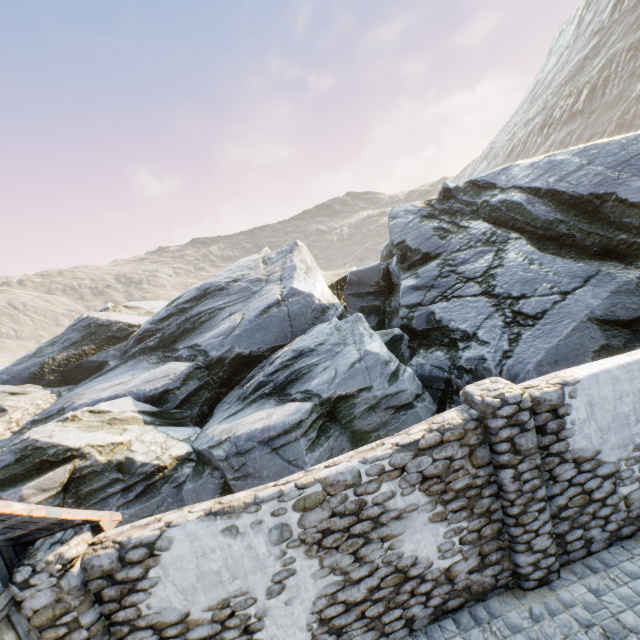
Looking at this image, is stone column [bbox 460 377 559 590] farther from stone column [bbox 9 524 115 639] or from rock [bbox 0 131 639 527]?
stone column [bbox 9 524 115 639]

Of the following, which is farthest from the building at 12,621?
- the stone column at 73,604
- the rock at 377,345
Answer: the rock at 377,345

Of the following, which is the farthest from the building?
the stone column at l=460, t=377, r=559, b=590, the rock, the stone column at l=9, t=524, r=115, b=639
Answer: the stone column at l=460, t=377, r=559, b=590

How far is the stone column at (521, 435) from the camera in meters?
4.5

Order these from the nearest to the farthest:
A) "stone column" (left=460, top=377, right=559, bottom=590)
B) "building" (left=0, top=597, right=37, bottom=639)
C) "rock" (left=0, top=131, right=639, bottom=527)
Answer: "building" (left=0, top=597, right=37, bottom=639) → "stone column" (left=460, top=377, right=559, bottom=590) → "rock" (left=0, top=131, right=639, bottom=527)

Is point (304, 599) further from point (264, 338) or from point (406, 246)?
point (406, 246)

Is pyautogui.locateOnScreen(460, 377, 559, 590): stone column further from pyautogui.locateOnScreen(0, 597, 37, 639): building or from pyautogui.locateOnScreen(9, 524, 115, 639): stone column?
pyautogui.locateOnScreen(9, 524, 115, 639): stone column
